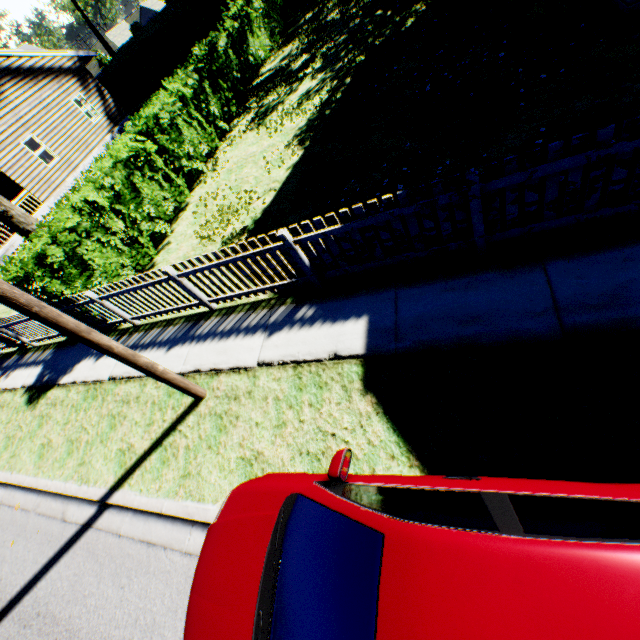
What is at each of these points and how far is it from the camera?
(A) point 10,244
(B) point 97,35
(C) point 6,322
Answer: (A) house, 16.4 meters
(B) plant, 36.5 meters
(C) fence, 8.9 meters

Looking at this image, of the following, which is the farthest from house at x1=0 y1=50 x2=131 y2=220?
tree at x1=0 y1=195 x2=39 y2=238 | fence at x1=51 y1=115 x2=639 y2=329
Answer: tree at x1=0 y1=195 x2=39 y2=238

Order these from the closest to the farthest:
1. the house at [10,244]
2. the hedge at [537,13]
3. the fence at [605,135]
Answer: the fence at [605,135]
the hedge at [537,13]
the house at [10,244]

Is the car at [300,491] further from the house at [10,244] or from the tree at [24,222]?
the house at [10,244]

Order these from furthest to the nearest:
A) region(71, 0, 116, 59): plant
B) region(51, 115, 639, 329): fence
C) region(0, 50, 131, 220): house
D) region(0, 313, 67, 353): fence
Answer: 1. region(71, 0, 116, 59): plant
2. region(0, 50, 131, 220): house
3. region(0, 313, 67, 353): fence
4. region(51, 115, 639, 329): fence

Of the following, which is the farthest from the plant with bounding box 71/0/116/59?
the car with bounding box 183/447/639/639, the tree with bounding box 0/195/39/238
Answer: the car with bounding box 183/447/639/639

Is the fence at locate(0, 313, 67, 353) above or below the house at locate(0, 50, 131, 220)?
below

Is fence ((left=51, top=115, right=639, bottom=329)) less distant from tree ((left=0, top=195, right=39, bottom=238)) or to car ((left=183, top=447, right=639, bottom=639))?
tree ((left=0, top=195, right=39, bottom=238))
